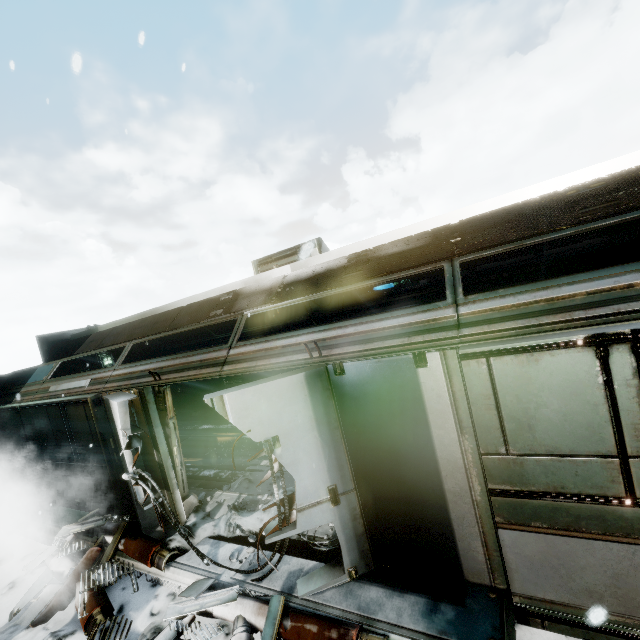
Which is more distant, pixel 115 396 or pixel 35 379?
pixel 35 379

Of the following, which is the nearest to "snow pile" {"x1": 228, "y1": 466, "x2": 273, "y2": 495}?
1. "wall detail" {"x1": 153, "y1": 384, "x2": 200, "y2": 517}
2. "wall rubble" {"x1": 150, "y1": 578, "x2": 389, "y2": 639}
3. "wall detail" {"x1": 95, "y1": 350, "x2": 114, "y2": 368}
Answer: "wall detail" {"x1": 153, "y1": 384, "x2": 200, "y2": 517}

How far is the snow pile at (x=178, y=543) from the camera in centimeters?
515cm

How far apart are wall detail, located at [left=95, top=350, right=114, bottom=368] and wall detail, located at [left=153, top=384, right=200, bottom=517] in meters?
8.0 m

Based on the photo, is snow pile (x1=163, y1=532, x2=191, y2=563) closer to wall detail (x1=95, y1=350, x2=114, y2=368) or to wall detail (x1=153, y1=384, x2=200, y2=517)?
wall detail (x1=153, y1=384, x2=200, y2=517)

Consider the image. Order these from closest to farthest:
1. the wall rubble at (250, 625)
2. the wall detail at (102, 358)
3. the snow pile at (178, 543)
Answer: the wall rubble at (250, 625) < the snow pile at (178, 543) < the wall detail at (102, 358)

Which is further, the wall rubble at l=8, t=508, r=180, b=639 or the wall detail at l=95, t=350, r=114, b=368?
the wall detail at l=95, t=350, r=114, b=368

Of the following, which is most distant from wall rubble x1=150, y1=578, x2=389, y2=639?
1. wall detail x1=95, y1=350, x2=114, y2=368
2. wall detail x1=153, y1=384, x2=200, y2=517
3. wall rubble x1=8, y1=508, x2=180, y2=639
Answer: wall detail x1=95, y1=350, x2=114, y2=368
